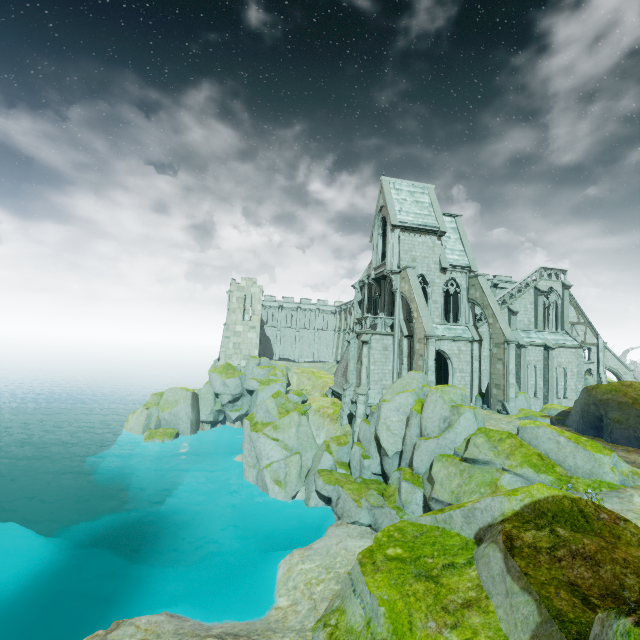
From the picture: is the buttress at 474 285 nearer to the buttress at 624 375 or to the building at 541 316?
the building at 541 316

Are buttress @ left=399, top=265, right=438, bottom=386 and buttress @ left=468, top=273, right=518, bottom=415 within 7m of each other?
yes

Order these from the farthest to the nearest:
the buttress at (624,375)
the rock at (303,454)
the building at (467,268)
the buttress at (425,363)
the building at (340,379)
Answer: the buttress at (624,375) < the building at (340,379) < the building at (467,268) < the buttress at (425,363) < the rock at (303,454)

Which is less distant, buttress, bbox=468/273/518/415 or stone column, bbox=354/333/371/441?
buttress, bbox=468/273/518/415

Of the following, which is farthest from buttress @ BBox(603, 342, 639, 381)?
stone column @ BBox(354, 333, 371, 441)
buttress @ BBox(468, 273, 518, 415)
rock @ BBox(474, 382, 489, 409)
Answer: stone column @ BBox(354, 333, 371, 441)

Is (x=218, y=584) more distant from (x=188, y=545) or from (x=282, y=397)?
(x=282, y=397)

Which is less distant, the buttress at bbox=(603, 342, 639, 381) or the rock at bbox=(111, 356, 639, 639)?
the rock at bbox=(111, 356, 639, 639)

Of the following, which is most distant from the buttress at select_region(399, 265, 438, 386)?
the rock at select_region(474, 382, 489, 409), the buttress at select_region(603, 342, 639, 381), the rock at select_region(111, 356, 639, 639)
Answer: the buttress at select_region(603, 342, 639, 381)
